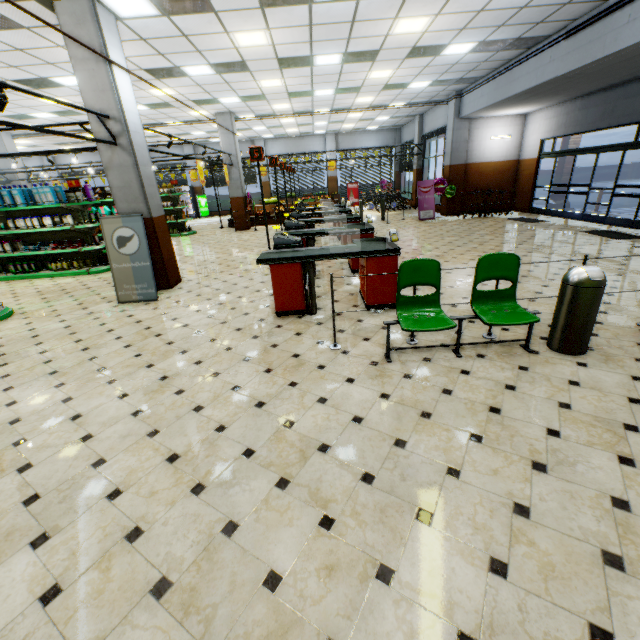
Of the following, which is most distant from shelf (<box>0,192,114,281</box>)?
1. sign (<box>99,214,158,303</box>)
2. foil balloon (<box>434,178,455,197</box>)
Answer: foil balloon (<box>434,178,455,197</box>)

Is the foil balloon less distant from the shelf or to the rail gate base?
the rail gate base

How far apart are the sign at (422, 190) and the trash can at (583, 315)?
11.60m

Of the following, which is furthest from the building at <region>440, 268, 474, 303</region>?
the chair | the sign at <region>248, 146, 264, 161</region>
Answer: the sign at <region>248, 146, 264, 161</region>

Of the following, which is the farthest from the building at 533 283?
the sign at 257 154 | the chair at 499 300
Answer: the sign at 257 154

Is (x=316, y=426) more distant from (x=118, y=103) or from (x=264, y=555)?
(x=118, y=103)

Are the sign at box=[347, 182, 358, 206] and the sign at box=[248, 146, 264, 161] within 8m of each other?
no

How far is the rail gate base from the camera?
4.6m
